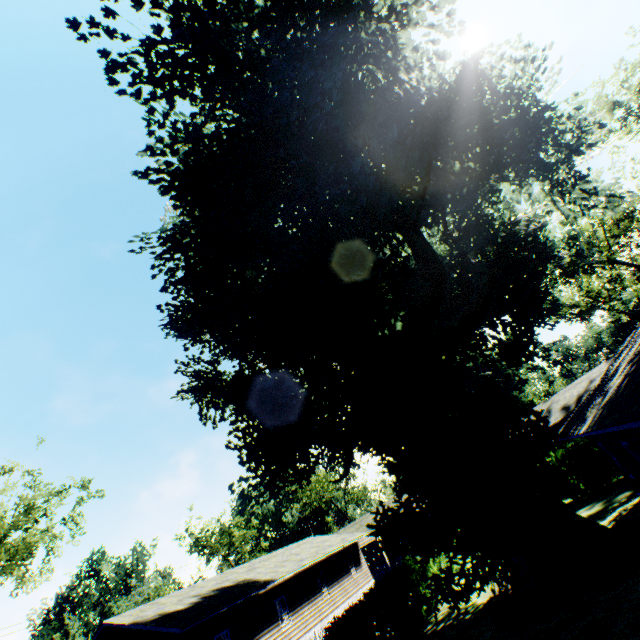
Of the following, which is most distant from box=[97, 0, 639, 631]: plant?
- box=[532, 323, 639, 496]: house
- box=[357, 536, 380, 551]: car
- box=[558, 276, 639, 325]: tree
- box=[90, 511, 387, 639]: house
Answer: box=[357, 536, 380, 551]: car

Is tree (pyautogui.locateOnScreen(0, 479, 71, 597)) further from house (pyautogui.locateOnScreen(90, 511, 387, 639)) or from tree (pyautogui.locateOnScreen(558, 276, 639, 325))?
tree (pyautogui.locateOnScreen(558, 276, 639, 325))

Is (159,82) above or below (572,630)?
above

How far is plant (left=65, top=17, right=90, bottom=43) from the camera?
8.6 meters

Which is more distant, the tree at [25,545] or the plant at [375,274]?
the tree at [25,545]

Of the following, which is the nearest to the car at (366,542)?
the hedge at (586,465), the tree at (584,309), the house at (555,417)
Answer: the hedge at (586,465)

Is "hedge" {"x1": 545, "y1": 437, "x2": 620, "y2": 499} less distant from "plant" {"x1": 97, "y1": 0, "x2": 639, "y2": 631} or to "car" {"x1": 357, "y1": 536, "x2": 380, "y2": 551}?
"plant" {"x1": 97, "y1": 0, "x2": 639, "y2": 631}

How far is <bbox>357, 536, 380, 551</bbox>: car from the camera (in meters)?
32.00
